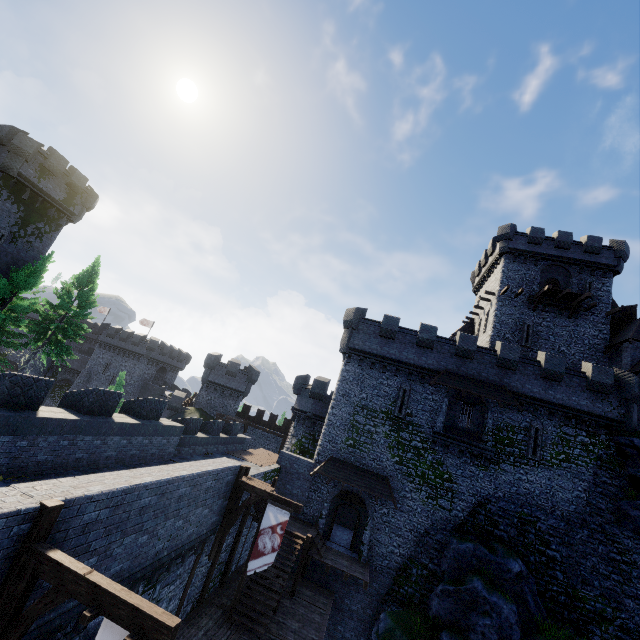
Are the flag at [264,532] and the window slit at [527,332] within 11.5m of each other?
no

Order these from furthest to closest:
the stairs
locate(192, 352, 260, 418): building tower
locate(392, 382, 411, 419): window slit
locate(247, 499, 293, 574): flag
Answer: locate(192, 352, 260, 418): building tower, locate(392, 382, 411, 419): window slit, the stairs, locate(247, 499, 293, 574): flag

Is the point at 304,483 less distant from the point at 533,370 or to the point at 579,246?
the point at 533,370

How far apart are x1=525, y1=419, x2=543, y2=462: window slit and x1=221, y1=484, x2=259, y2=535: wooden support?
18.56m

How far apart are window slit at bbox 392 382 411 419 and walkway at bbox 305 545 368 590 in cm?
966

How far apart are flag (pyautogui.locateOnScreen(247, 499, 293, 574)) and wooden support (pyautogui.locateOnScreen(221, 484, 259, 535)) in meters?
0.4 m

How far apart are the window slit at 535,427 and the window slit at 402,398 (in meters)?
8.21

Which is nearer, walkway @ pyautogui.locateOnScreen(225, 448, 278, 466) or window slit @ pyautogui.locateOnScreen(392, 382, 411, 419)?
walkway @ pyautogui.locateOnScreen(225, 448, 278, 466)
